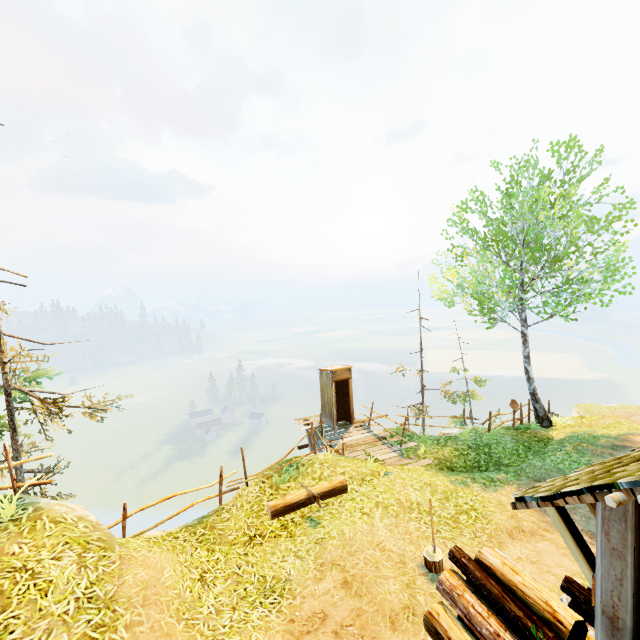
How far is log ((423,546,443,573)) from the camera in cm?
568

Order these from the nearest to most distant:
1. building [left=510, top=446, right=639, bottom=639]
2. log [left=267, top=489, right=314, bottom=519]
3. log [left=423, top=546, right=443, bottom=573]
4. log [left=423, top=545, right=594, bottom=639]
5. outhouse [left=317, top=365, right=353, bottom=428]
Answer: building [left=510, top=446, right=639, bottom=639]
log [left=423, top=545, right=594, bottom=639]
log [left=423, top=546, right=443, bottom=573]
log [left=267, top=489, right=314, bottom=519]
outhouse [left=317, top=365, right=353, bottom=428]

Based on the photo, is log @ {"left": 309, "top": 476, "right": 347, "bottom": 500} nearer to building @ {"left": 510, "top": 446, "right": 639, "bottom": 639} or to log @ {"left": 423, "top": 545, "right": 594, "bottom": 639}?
log @ {"left": 423, "top": 545, "right": 594, "bottom": 639}

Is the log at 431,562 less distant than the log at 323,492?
Yes

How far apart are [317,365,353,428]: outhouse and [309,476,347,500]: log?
5.7m

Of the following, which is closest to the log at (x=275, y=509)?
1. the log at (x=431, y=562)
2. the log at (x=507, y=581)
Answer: the log at (x=431, y=562)

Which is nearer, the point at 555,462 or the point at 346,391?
the point at 555,462
